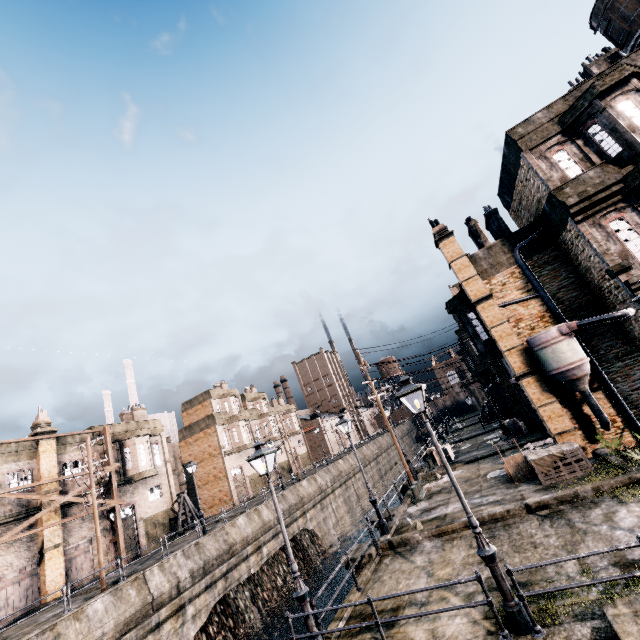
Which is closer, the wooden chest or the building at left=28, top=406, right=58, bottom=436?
the wooden chest

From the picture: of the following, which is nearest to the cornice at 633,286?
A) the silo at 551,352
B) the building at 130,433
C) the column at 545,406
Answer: the silo at 551,352

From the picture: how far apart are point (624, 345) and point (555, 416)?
4.8m

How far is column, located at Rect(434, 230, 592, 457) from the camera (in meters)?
16.03

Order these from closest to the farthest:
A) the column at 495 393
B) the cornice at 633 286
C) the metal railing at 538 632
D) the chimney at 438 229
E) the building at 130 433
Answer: the metal railing at 538 632 → the cornice at 633 286 → the chimney at 438 229 → the building at 130 433 → the column at 495 393

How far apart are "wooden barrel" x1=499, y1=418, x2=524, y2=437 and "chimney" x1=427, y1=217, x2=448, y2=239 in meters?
16.1

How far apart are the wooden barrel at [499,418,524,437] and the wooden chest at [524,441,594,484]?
11.3m

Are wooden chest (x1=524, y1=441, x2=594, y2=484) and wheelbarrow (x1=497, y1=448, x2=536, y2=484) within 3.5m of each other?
yes
